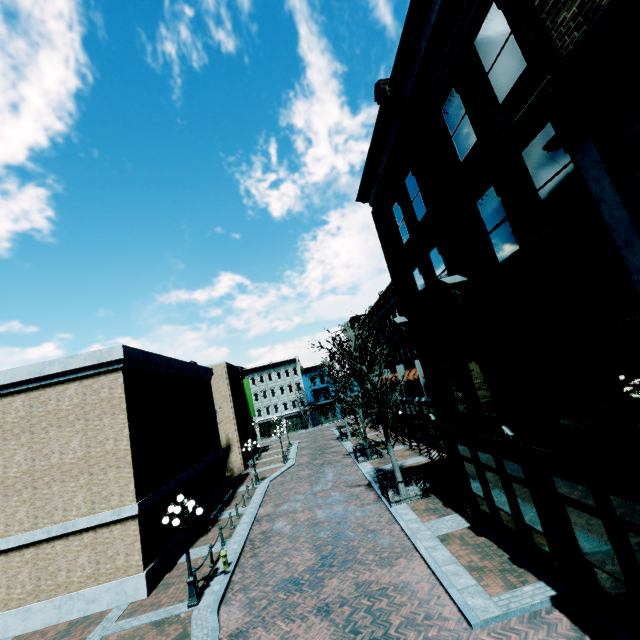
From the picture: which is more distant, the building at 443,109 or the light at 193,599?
the light at 193,599

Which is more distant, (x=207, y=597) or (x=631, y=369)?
(x=207, y=597)

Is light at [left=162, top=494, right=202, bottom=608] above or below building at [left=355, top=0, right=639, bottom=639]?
below

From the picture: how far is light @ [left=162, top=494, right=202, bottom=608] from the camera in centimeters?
1148cm

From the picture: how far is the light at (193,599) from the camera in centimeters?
1148cm

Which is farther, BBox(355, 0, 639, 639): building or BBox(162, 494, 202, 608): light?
BBox(162, 494, 202, 608): light
